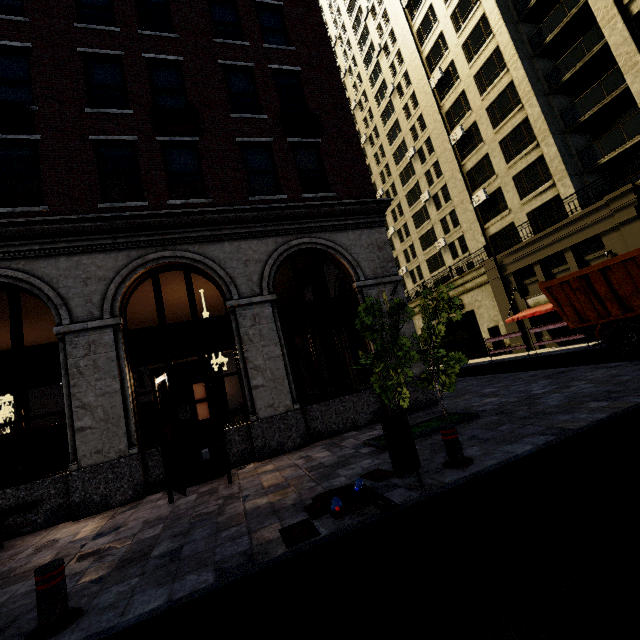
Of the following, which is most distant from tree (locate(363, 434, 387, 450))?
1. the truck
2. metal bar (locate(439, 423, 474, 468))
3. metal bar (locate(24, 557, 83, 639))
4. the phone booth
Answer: the truck

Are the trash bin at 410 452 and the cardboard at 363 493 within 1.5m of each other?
yes

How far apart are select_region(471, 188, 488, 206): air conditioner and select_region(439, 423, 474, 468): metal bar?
26.2m

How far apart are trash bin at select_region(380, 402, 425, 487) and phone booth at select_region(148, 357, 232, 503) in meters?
3.8 m

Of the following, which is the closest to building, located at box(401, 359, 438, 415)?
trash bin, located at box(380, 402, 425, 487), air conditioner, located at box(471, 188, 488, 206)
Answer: air conditioner, located at box(471, 188, 488, 206)

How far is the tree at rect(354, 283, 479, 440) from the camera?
6.9m

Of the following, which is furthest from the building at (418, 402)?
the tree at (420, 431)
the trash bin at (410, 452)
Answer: the trash bin at (410, 452)

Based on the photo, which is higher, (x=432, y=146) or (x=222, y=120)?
(x=432, y=146)
